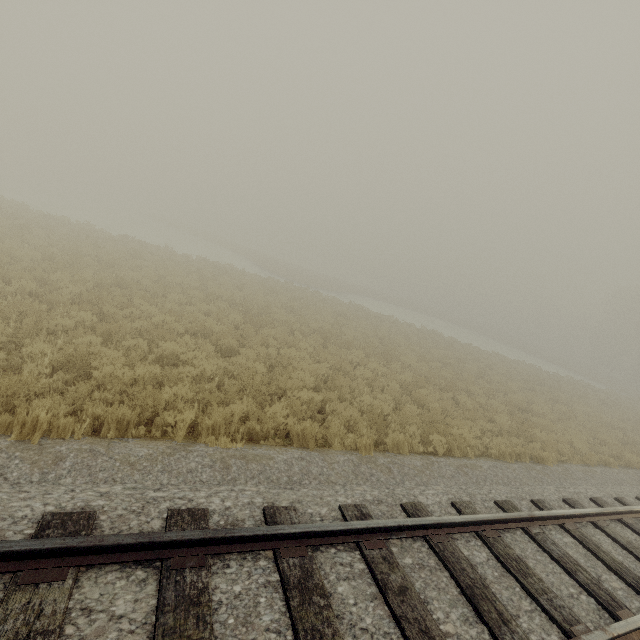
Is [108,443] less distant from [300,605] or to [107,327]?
[300,605]
